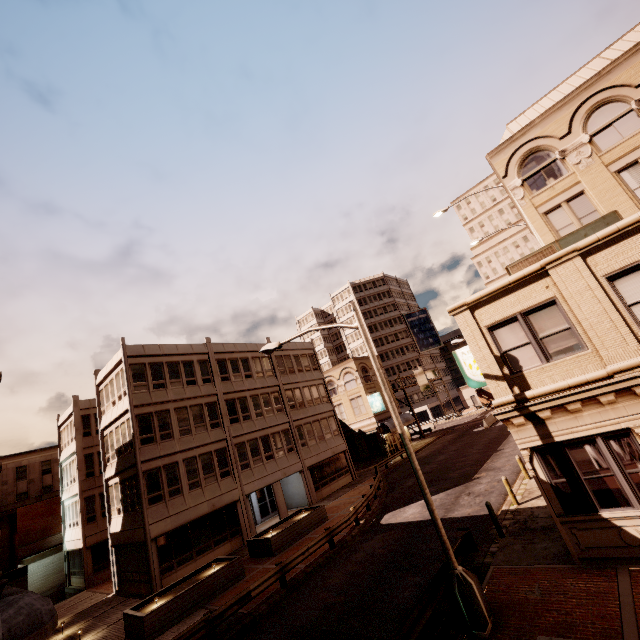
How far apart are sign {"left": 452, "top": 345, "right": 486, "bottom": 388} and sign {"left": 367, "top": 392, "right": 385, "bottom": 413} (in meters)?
27.28

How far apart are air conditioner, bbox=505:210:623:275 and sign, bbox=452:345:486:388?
2.4m

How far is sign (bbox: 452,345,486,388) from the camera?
13.9 meters

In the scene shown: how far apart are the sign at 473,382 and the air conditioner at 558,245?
2.4m

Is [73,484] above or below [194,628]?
above

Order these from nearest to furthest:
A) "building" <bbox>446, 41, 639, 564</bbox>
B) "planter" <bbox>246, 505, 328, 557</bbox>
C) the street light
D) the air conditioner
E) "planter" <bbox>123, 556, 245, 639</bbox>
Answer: the street light < "building" <bbox>446, 41, 639, 564</bbox> < the air conditioner < "planter" <bbox>123, 556, 245, 639</bbox> < "planter" <bbox>246, 505, 328, 557</bbox>

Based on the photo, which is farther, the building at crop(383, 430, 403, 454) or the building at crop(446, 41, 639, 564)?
the building at crop(383, 430, 403, 454)

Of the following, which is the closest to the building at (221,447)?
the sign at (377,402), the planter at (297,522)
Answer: the sign at (377,402)
